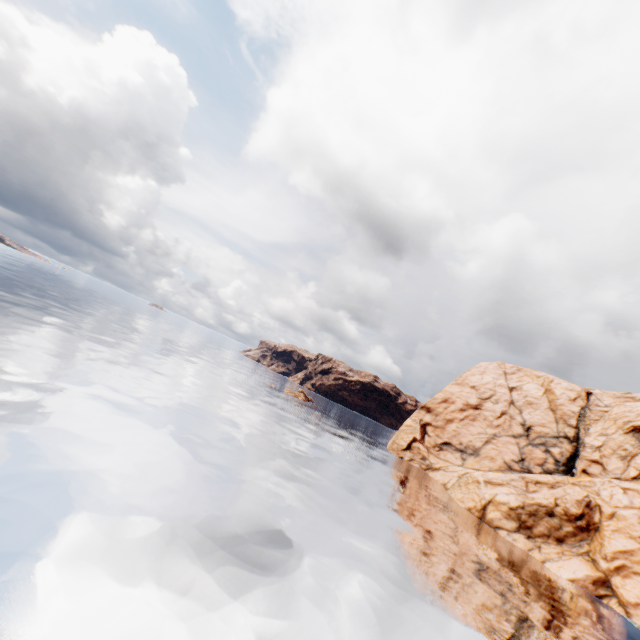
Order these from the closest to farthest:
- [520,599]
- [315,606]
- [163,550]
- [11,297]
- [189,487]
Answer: [163,550] → [315,606] → [189,487] → [520,599] → [11,297]
